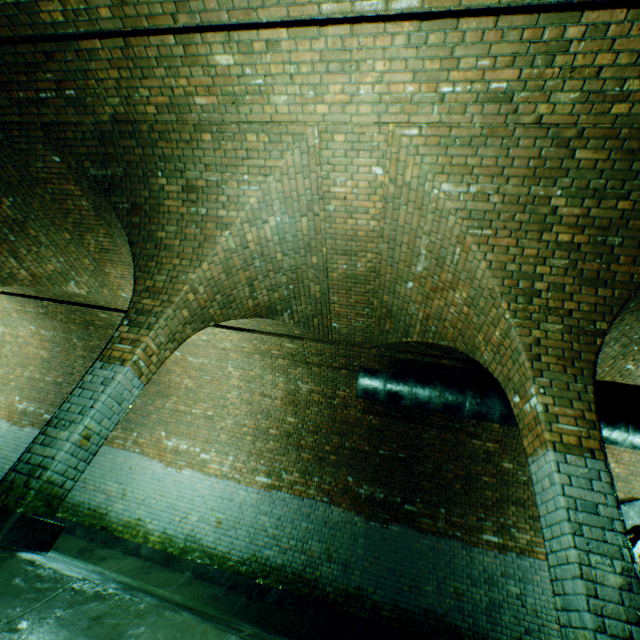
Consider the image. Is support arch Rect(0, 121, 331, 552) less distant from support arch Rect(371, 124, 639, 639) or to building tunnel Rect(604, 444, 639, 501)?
building tunnel Rect(604, 444, 639, 501)

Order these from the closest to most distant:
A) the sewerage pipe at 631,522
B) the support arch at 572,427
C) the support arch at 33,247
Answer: the support arch at 572,427 → the support arch at 33,247 → the sewerage pipe at 631,522

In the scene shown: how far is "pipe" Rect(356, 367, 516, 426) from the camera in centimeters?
573cm

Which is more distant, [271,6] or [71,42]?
[71,42]

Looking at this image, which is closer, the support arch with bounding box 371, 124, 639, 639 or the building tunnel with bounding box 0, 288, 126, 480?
the support arch with bounding box 371, 124, 639, 639

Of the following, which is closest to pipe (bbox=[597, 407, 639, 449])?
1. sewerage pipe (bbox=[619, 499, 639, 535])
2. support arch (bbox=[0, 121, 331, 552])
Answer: support arch (bbox=[0, 121, 331, 552])

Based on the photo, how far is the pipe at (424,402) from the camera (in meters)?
5.73
